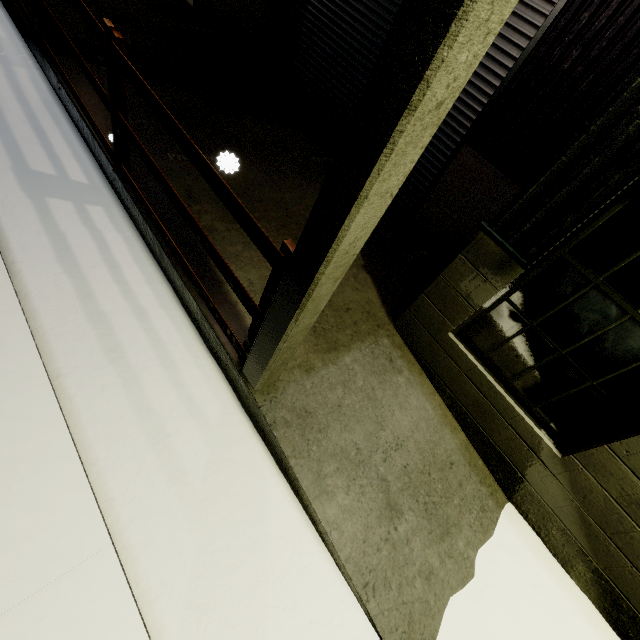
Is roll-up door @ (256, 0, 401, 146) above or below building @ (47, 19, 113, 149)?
above

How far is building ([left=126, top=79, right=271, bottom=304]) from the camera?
3.6 meters

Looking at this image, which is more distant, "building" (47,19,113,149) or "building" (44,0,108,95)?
"building" (44,0,108,95)

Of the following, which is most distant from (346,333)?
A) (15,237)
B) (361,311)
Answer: (15,237)

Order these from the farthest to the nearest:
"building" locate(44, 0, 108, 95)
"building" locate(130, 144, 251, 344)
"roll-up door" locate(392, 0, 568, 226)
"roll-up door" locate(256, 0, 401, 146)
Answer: "roll-up door" locate(256, 0, 401, 146), "building" locate(44, 0, 108, 95), "roll-up door" locate(392, 0, 568, 226), "building" locate(130, 144, 251, 344)

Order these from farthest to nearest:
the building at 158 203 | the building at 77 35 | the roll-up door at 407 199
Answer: the building at 77 35
the roll-up door at 407 199
the building at 158 203

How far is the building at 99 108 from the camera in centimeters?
408cm
